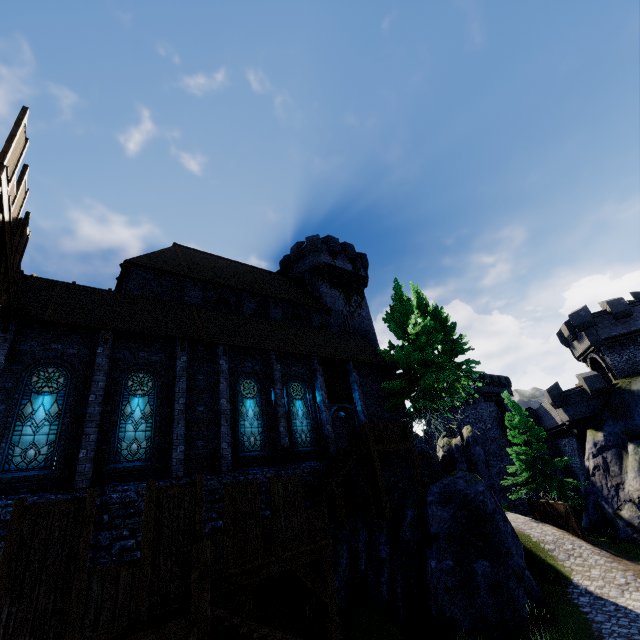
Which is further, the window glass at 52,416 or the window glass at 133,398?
the window glass at 133,398

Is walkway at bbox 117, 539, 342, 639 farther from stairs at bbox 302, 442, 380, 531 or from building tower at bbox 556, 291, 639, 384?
building tower at bbox 556, 291, 639, 384

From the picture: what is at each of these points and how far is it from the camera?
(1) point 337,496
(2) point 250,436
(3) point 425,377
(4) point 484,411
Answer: (1) stairs, 13.3m
(2) window glass, 15.4m
(3) tree, 18.9m
(4) building, 43.7m

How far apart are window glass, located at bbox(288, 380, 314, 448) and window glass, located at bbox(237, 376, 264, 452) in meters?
1.5

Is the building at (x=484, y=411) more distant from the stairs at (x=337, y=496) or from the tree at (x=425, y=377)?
the stairs at (x=337, y=496)

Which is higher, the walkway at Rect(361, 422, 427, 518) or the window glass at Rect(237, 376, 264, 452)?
the window glass at Rect(237, 376, 264, 452)

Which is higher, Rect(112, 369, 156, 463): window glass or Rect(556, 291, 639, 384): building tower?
Rect(556, 291, 639, 384): building tower

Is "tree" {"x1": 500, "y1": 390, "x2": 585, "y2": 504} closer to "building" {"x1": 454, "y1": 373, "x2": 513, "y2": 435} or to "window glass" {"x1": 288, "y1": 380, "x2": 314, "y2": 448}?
"building" {"x1": 454, "y1": 373, "x2": 513, "y2": 435}
